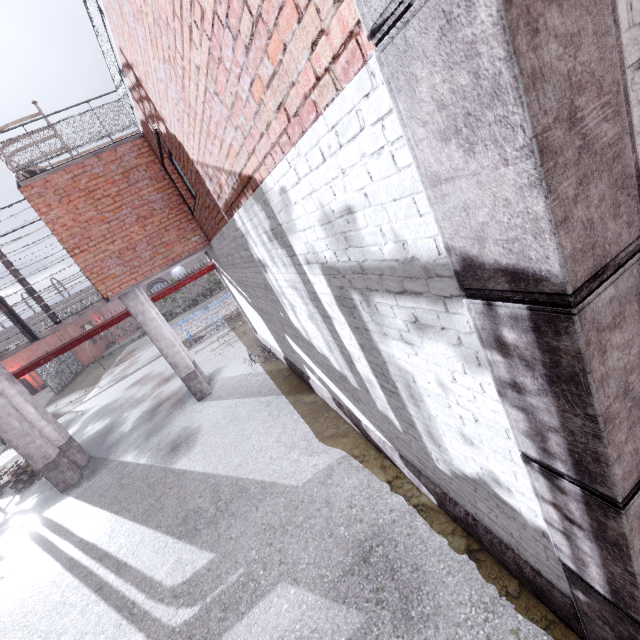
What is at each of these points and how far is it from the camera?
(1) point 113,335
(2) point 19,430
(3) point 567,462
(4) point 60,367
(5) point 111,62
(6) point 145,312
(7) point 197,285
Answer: (1) fence, 42.72m
(2) column, 8.69m
(3) trim, 1.45m
(4) fence, 29.34m
(5) metal railing, 6.12m
(6) column, 9.46m
(7) fence, 45.88m

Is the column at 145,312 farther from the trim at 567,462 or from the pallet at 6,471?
the trim at 567,462

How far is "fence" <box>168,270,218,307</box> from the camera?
45.1 meters

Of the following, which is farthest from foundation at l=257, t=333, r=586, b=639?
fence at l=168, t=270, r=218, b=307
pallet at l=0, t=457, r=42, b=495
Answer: pallet at l=0, t=457, r=42, b=495

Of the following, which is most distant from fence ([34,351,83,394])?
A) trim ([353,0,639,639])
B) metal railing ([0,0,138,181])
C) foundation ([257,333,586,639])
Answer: trim ([353,0,639,639])

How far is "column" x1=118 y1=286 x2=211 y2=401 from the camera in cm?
934

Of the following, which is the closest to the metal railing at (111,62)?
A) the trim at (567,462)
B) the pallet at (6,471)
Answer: the trim at (567,462)

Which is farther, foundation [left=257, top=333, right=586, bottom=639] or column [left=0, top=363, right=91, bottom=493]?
column [left=0, top=363, right=91, bottom=493]
